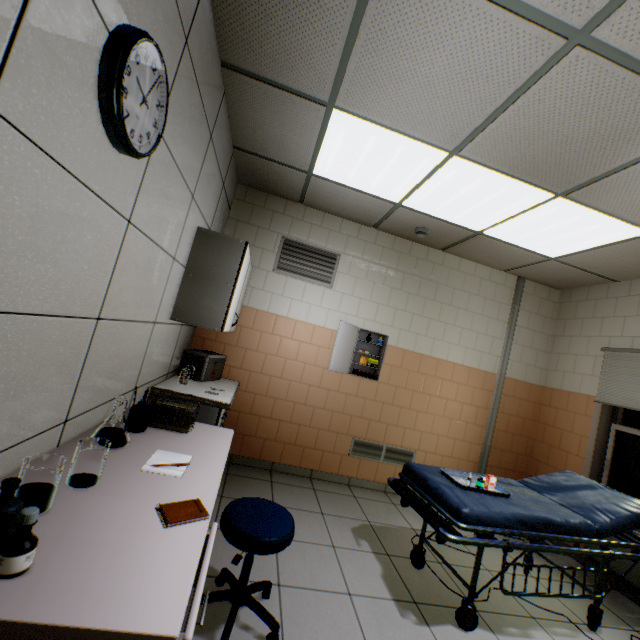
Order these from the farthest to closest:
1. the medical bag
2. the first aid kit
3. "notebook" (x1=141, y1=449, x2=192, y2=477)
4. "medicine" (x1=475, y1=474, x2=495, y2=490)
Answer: the first aid kit → the medical bag → "medicine" (x1=475, y1=474, x2=495, y2=490) → "notebook" (x1=141, y1=449, x2=192, y2=477)

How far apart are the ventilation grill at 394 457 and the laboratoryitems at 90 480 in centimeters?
322cm

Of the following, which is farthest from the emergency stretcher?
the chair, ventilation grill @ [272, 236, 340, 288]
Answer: ventilation grill @ [272, 236, 340, 288]

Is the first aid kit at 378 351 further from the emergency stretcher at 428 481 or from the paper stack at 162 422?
the paper stack at 162 422

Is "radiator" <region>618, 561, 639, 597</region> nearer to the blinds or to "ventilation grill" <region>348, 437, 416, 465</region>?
the blinds

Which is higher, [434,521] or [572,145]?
[572,145]

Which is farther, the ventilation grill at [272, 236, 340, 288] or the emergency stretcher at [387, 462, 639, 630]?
the ventilation grill at [272, 236, 340, 288]

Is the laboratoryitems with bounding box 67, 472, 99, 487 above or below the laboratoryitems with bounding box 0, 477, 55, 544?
below
